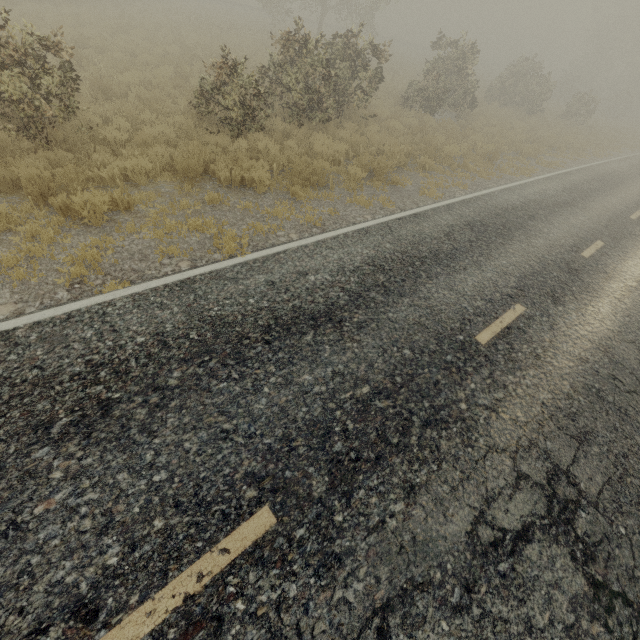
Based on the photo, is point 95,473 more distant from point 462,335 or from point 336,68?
point 336,68
